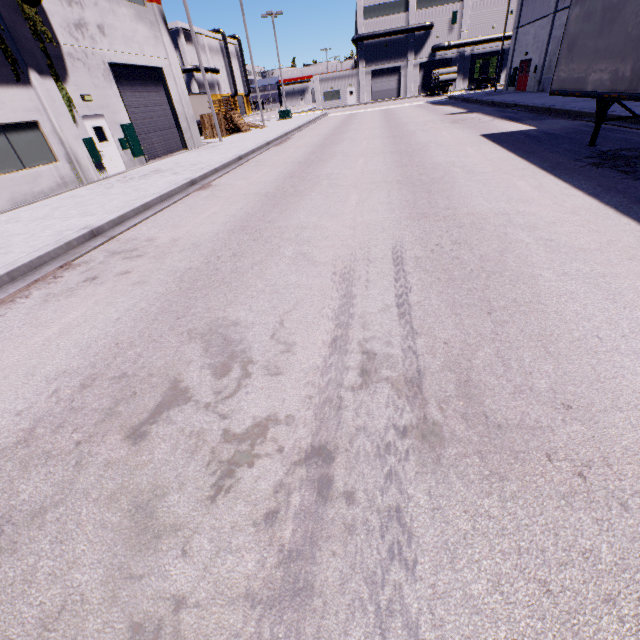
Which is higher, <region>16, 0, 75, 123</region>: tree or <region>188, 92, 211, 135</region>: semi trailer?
<region>16, 0, 75, 123</region>: tree

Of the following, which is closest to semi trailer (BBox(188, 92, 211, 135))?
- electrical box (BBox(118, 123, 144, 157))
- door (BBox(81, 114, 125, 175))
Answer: electrical box (BBox(118, 123, 144, 157))

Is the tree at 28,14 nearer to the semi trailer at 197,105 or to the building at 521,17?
the building at 521,17

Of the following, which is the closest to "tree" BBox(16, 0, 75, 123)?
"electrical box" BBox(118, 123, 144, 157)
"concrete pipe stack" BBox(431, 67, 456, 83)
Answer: "electrical box" BBox(118, 123, 144, 157)

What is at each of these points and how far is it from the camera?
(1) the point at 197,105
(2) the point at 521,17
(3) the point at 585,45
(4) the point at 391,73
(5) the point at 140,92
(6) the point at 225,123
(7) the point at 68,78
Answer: (1) semi trailer, 35.56m
(2) building, 30.05m
(3) semi trailer, 9.32m
(4) roll-up door, 54.59m
(5) roll-up door, 18.28m
(6) pallet, 26.92m
(7) building, 13.68m

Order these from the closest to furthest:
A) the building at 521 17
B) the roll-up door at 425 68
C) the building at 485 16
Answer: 1. the building at 521 17
2. the building at 485 16
3. the roll-up door at 425 68

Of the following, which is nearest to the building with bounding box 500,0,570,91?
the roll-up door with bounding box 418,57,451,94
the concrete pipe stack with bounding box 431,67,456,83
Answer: the roll-up door with bounding box 418,57,451,94
